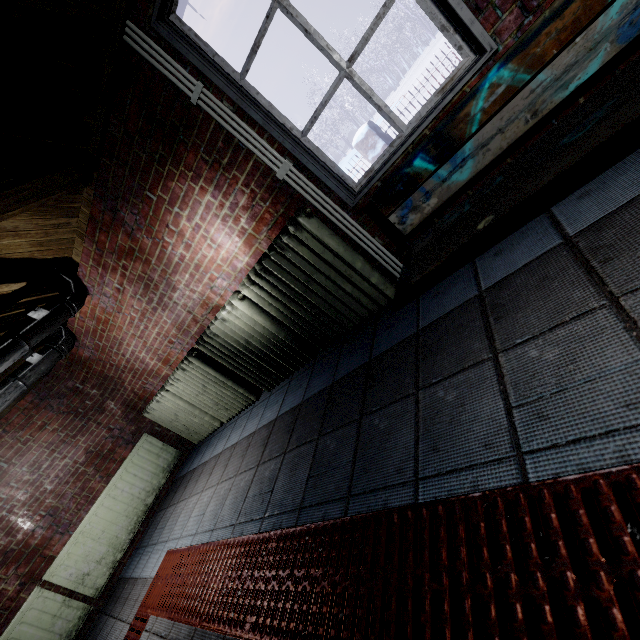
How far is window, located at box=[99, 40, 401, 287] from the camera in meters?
1.7

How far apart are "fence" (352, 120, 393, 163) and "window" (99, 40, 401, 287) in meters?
3.7 m

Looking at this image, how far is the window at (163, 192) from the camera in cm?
175

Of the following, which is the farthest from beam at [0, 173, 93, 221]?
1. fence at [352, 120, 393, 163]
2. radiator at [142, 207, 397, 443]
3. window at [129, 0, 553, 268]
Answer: fence at [352, 120, 393, 163]

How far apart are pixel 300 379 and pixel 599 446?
2.06m

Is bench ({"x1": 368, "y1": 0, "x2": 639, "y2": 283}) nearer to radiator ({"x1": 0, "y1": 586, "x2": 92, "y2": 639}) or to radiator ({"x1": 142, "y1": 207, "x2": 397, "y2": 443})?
radiator ({"x1": 142, "y1": 207, "x2": 397, "y2": 443})

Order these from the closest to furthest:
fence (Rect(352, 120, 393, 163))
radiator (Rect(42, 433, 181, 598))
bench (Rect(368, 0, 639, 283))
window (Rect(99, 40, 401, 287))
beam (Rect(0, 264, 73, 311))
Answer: bench (Rect(368, 0, 639, 283))
window (Rect(99, 40, 401, 287))
beam (Rect(0, 264, 73, 311))
radiator (Rect(42, 433, 181, 598))
fence (Rect(352, 120, 393, 163))

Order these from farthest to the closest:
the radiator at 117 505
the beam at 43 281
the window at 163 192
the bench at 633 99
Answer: the radiator at 117 505
the beam at 43 281
the window at 163 192
the bench at 633 99
